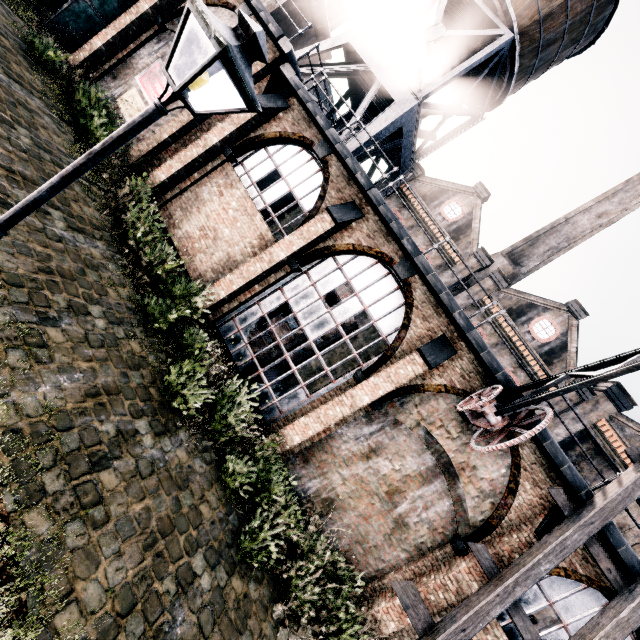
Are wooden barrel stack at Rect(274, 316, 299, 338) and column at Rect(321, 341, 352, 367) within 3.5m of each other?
no

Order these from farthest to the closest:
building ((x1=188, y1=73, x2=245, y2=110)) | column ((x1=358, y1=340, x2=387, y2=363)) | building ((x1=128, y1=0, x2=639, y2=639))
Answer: column ((x1=358, y1=340, x2=387, y2=363)) → building ((x1=188, y1=73, x2=245, y2=110)) → building ((x1=128, y1=0, x2=639, y2=639))

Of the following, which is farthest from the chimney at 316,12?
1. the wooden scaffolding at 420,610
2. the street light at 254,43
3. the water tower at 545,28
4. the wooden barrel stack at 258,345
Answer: the wooden scaffolding at 420,610

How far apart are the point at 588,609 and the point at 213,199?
19.2m

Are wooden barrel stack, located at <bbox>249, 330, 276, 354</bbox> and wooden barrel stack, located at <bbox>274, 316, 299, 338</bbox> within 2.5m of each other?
yes

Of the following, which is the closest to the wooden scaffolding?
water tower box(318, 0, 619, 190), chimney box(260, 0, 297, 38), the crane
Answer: the crane

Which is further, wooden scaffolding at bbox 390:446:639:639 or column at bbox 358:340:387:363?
column at bbox 358:340:387:363

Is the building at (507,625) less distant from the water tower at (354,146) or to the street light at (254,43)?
the water tower at (354,146)
